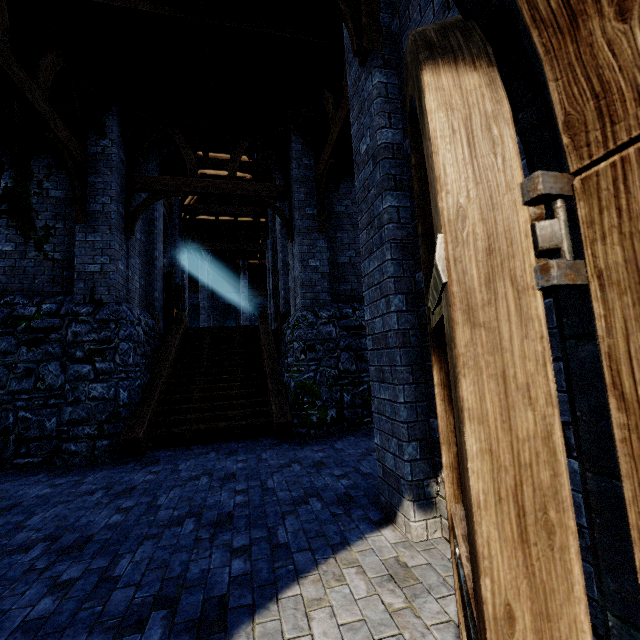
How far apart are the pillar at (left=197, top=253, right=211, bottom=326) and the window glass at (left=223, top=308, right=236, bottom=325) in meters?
7.2 m

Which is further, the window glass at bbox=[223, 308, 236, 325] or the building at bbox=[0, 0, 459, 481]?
the window glass at bbox=[223, 308, 236, 325]

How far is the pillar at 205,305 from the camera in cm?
2372

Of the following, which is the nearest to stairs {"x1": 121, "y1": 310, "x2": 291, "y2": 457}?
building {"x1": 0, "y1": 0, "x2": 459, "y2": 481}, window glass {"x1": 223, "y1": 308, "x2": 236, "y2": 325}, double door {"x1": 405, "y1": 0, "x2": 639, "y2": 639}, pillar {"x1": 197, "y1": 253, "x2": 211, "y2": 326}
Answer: building {"x1": 0, "y1": 0, "x2": 459, "y2": 481}

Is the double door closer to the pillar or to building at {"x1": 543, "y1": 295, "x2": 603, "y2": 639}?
building at {"x1": 543, "y1": 295, "x2": 603, "y2": 639}

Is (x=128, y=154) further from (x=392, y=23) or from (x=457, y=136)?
(x=457, y=136)

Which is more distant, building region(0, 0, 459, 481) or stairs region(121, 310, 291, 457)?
stairs region(121, 310, 291, 457)

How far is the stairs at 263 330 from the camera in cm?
680
